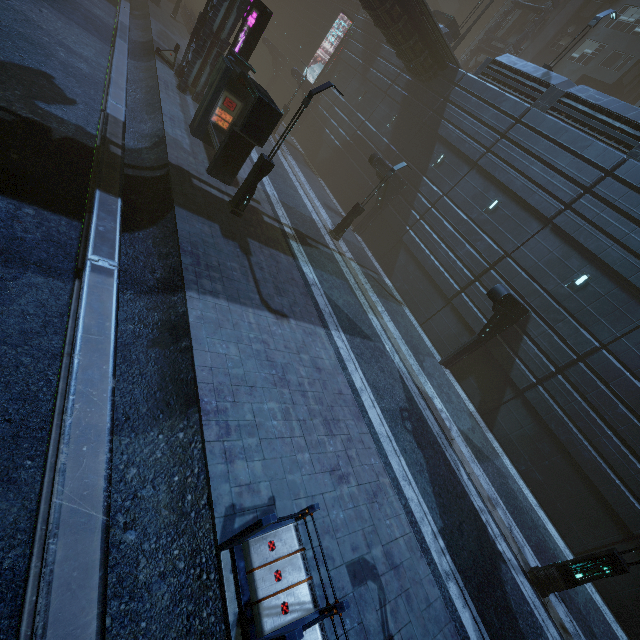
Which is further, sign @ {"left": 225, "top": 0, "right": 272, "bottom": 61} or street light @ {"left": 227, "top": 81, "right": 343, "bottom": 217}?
sign @ {"left": 225, "top": 0, "right": 272, "bottom": 61}

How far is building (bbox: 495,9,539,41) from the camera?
32.2m

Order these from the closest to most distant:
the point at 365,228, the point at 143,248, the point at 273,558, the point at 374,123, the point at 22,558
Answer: the point at 22,558, the point at 273,558, the point at 143,248, the point at 365,228, the point at 374,123

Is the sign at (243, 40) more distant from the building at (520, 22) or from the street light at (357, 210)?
the street light at (357, 210)

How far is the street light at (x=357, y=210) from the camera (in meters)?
18.52

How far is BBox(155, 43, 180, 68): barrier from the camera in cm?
2053

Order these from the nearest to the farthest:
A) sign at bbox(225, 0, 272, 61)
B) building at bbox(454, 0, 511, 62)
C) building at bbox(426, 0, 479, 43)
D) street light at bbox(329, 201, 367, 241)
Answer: sign at bbox(225, 0, 272, 61) → street light at bbox(329, 201, 367, 241) → building at bbox(426, 0, 479, 43) → building at bbox(454, 0, 511, 62)

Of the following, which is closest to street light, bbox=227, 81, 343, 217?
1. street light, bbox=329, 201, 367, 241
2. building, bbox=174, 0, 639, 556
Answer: building, bbox=174, 0, 639, 556
